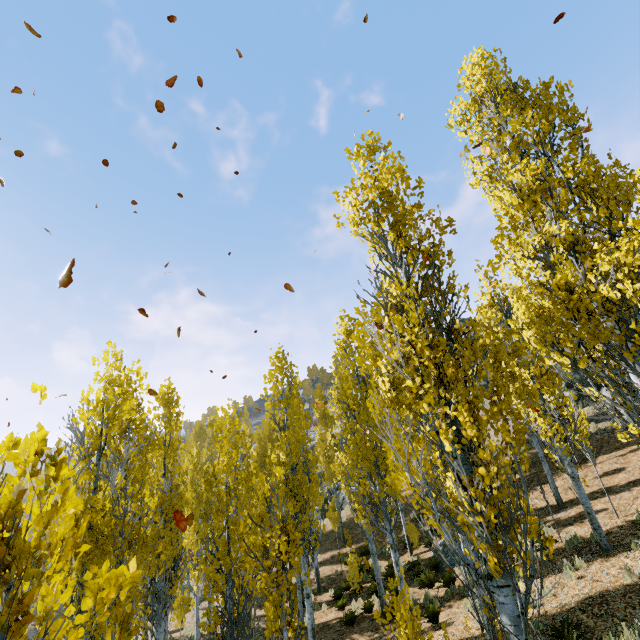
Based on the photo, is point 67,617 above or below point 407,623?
above
